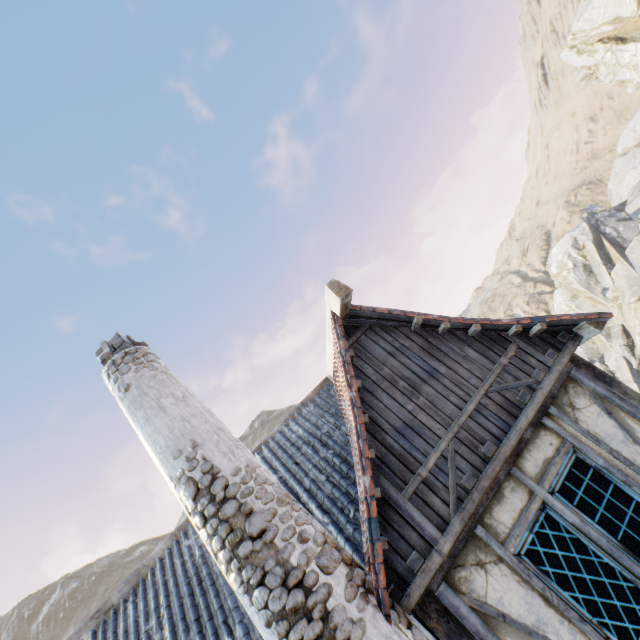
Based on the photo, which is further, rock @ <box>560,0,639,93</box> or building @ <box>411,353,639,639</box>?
rock @ <box>560,0,639,93</box>

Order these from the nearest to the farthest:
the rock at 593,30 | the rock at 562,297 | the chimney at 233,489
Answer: the chimney at 233,489
the rock at 593,30
the rock at 562,297

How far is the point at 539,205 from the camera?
55.9m

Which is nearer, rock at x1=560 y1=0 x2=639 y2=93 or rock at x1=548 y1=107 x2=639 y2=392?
rock at x1=560 y1=0 x2=639 y2=93

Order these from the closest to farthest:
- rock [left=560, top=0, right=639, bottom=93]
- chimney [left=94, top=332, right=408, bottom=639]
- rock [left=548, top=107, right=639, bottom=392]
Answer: chimney [left=94, top=332, right=408, bottom=639] < rock [left=560, top=0, right=639, bottom=93] < rock [left=548, top=107, right=639, bottom=392]

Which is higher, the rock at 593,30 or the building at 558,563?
the rock at 593,30

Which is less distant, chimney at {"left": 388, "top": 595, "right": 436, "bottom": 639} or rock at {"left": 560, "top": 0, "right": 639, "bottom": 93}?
chimney at {"left": 388, "top": 595, "right": 436, "bottom": 639}
